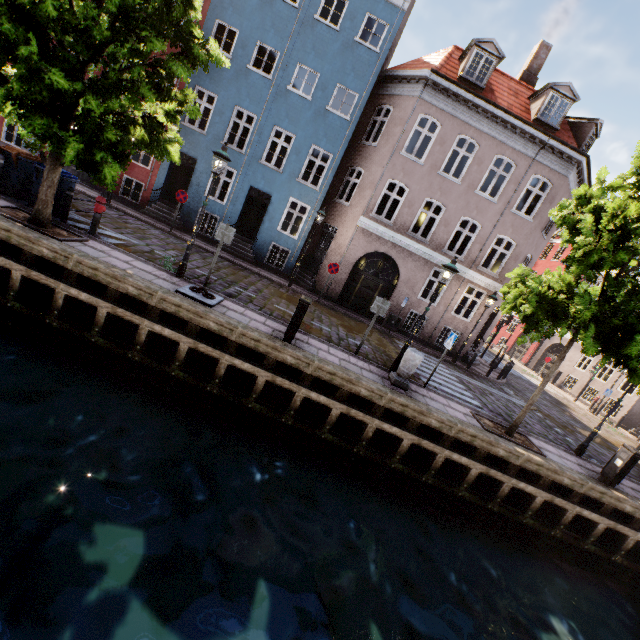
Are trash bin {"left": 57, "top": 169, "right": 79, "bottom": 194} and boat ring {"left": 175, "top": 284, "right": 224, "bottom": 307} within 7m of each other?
yes

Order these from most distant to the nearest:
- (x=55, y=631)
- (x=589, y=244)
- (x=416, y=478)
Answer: (x=416, y=478) < (x=589, y=244) < (x=55, y=631)

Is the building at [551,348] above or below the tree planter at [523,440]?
above

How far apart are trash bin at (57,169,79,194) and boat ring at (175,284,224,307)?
4.9 meters

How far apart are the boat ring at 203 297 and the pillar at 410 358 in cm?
524

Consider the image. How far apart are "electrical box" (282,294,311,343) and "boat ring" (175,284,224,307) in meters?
2.0 m

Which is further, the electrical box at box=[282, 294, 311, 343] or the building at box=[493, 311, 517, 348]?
the building at box=[493, 311, 517, 348]

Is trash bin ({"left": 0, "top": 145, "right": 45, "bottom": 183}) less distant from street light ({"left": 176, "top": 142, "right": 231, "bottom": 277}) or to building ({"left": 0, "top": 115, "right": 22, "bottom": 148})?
street light ({"left": 176, "top": 142, "right": 231, "bottom": 277})
